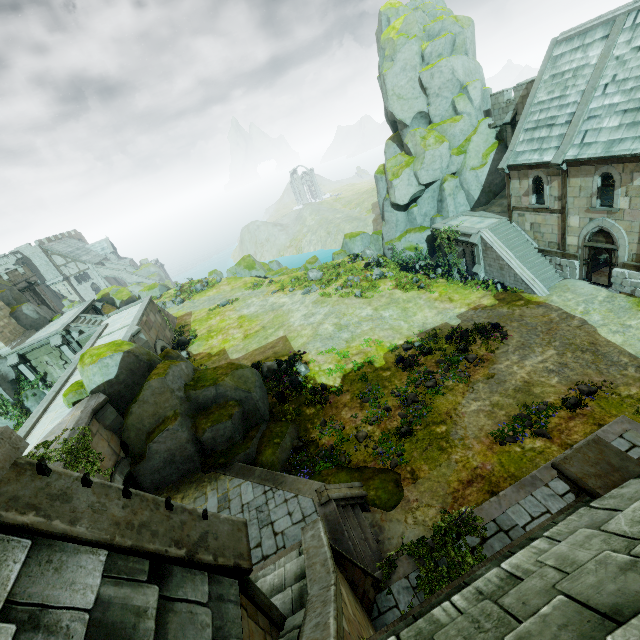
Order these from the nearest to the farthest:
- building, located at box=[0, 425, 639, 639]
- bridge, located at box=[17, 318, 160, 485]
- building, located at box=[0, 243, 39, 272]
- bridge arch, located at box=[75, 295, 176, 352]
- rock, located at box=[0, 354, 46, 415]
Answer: building, located at box=[0, 425, 639, 639] → bridge, located at box=[17, 318, 160, 485] → rock, located at box=[0, 354, 46, 415] → bridge arch, located at box=[75, 295, 176, 352] → building, located at box=[0, 243, 39, 272]

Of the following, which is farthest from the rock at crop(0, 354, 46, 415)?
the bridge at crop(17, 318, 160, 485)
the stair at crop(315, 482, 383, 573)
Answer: the stair at crop(315, 482, 383, 573)

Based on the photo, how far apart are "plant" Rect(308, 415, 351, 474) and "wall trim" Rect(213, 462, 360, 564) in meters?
1.0 m

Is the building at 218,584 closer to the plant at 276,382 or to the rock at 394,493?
the rock at 394,493

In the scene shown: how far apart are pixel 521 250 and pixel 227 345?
23.8 meters

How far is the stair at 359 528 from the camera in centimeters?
1104cm

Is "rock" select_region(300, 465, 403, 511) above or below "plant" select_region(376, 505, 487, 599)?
below

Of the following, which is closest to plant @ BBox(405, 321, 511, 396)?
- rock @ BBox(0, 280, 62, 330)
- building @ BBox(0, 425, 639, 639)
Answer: building @ BBox(0, 425, 639, 639)
